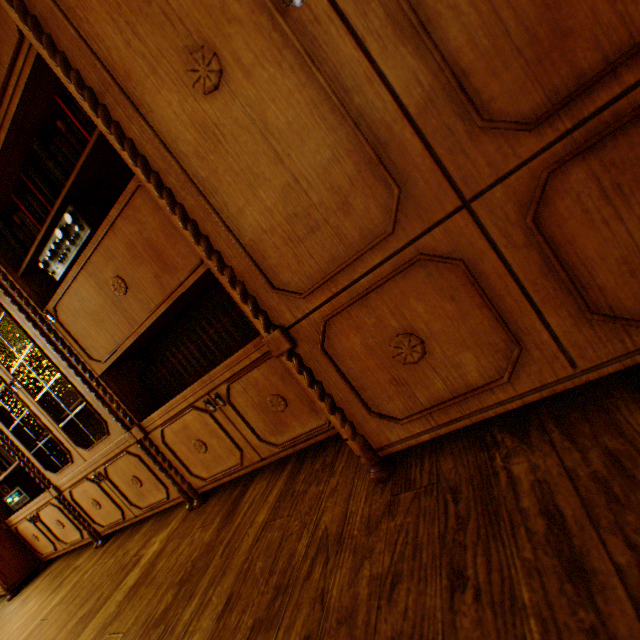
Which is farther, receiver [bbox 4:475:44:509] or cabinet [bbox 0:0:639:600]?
receiver [bbox 4:475:44:509]

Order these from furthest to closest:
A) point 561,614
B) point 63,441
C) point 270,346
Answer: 1. point 63,441
2. point 270,346
3. point 561,614

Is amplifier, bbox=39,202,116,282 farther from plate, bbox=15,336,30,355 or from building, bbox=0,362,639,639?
plate, bbox=15,336,30,355

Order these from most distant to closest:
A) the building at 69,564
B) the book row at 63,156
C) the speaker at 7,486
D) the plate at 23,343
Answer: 1. the speaker at 7,486
2. the plate at 23,343
3. the book row at 63,156
4. the building at 69,564

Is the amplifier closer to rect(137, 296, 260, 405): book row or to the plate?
rect(137, 296, 260, 405): book row

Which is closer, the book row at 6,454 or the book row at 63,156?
the book row at 63,156

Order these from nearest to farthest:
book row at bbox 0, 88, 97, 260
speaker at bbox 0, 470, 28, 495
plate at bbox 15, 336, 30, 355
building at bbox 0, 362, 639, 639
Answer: building at bbox 0, 362, 639, 639 → book row at bbox 0, 88, 97, 260 → plate at bbox 15, 336, 30, 355 → speaker at bbox 0, 470, 28, 495

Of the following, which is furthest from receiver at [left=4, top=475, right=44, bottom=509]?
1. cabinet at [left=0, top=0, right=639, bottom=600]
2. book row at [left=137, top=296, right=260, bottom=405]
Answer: book row at [left=137, top=296, right=260, bottom=405]
